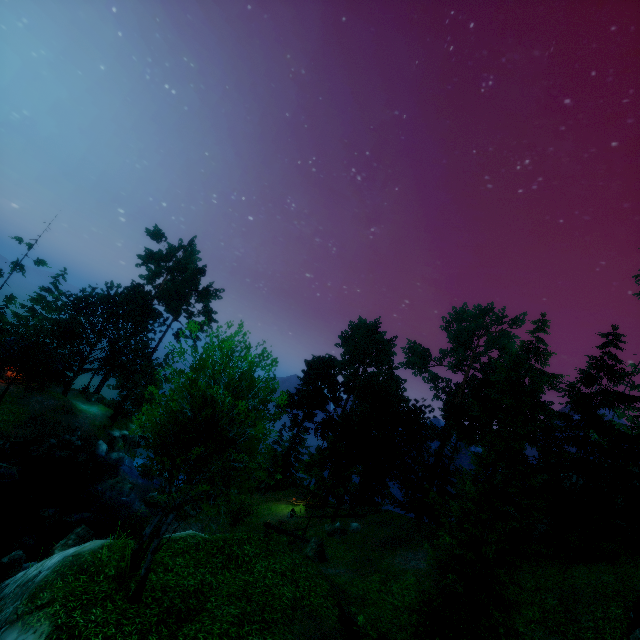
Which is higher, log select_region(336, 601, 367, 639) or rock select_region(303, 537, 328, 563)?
log select_region(336, 601, 367, 639)

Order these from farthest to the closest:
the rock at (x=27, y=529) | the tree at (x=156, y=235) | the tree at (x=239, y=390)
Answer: the tree at (x=156, y=235)
the rock at (x=27, y=529)
the tree at (x=239, y=390)

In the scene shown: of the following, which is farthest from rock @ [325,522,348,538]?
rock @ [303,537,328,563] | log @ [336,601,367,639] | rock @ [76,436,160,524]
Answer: log @ [336,601,367,639]

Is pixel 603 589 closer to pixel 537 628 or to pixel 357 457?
pixel 537 628

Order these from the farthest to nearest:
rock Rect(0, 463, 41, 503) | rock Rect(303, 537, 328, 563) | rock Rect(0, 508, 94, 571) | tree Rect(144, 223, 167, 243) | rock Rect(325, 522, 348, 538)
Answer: tree Rect(144, 223, 167, 243) → rock Rect(325, 522, 348, 538) → rock Rect(0, 463, 41, 503) → rock Rect(303, 537, 328, 563) → rock Rect(0, 508, 94, 571)

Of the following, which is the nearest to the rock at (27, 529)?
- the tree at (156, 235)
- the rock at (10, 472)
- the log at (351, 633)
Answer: the rock at (10, 472)

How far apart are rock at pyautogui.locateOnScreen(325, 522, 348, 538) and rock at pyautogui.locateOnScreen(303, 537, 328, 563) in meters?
3.3 m

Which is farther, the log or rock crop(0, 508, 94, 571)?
rock crop(0, 508, 94, 571)
